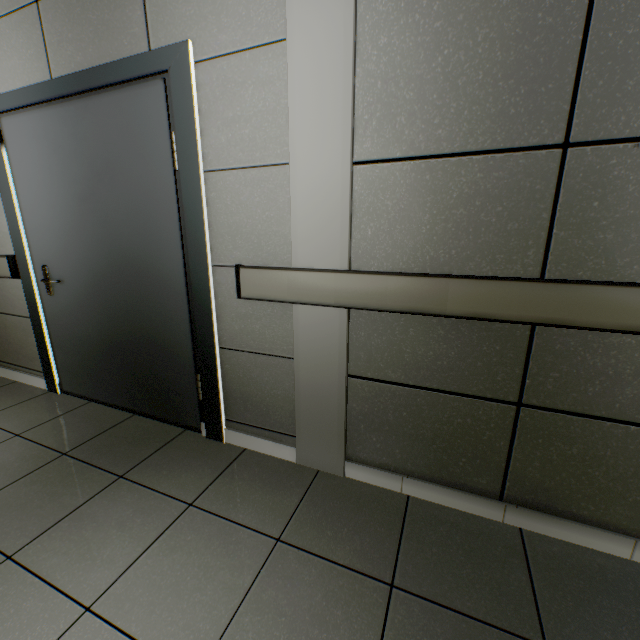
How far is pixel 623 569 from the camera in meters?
1.3 m

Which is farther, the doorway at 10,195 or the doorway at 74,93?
the doorway at 10,195

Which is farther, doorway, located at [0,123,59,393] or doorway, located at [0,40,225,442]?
doorway, located at [0,123,59,393]
